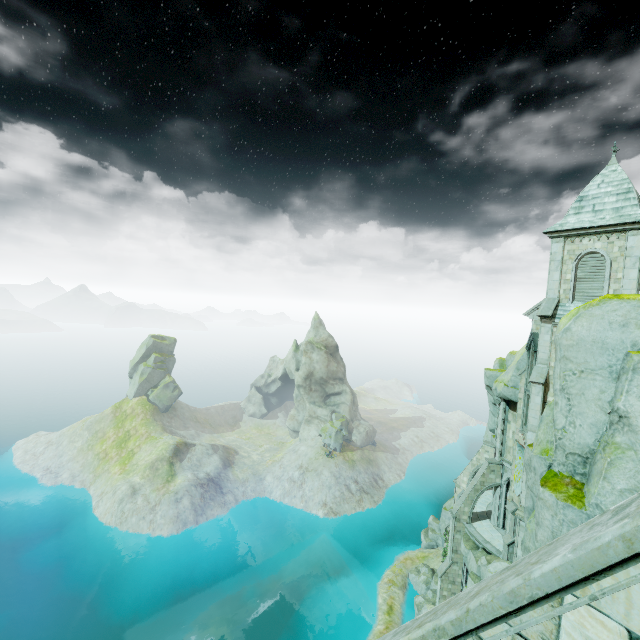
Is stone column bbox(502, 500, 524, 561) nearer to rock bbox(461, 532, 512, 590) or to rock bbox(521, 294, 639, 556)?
rock bbox(461, 532, 512, 590)

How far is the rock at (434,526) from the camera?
47.2 meters

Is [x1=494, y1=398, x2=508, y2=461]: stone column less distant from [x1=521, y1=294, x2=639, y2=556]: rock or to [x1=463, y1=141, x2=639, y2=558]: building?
[x1=463, y1=141, x2=639, y2=558]: building

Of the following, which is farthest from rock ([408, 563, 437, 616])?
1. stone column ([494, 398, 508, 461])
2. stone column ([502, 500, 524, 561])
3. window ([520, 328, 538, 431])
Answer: stone column ([502, 500, 524, 561])

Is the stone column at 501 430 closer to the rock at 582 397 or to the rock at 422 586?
the rock at 422 586

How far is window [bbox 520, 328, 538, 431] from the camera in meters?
23.9

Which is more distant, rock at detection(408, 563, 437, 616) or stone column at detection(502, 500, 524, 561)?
rock at detection(408, 563, 437, 616)

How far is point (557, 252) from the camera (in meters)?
23.41
